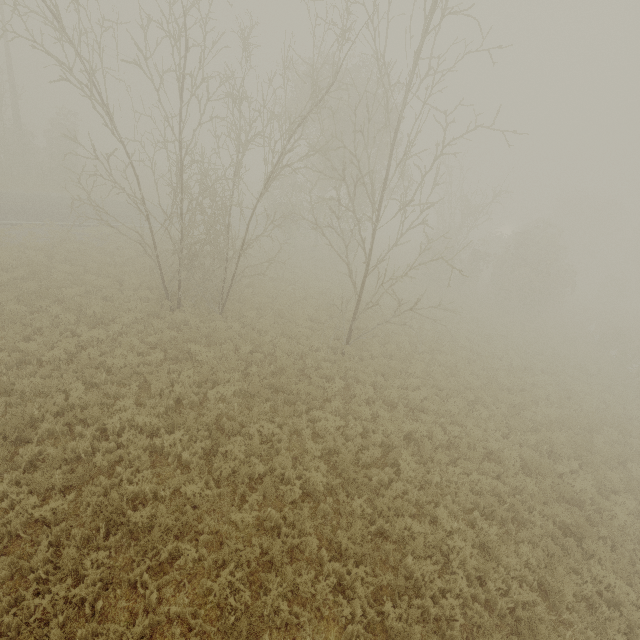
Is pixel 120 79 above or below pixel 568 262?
above
